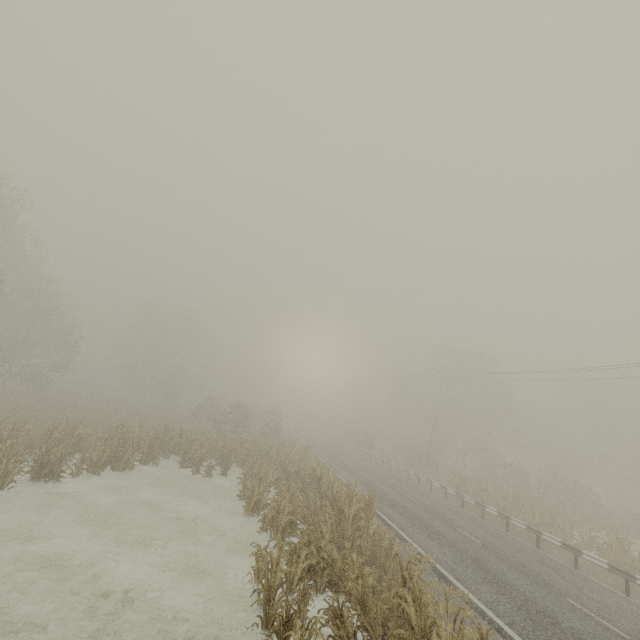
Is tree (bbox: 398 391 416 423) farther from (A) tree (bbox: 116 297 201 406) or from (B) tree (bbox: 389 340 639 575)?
(A) tree (bbox: 116 297 201 406)

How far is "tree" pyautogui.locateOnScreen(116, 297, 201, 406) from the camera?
51.0m

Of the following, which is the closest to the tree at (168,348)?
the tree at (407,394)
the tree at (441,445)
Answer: the tree at (441,445)

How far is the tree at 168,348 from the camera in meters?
51.0

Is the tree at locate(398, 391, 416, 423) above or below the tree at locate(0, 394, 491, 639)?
above

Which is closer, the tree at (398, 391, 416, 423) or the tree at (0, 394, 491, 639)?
the tree at (0, 394, 491, 639)

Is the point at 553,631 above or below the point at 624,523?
below
